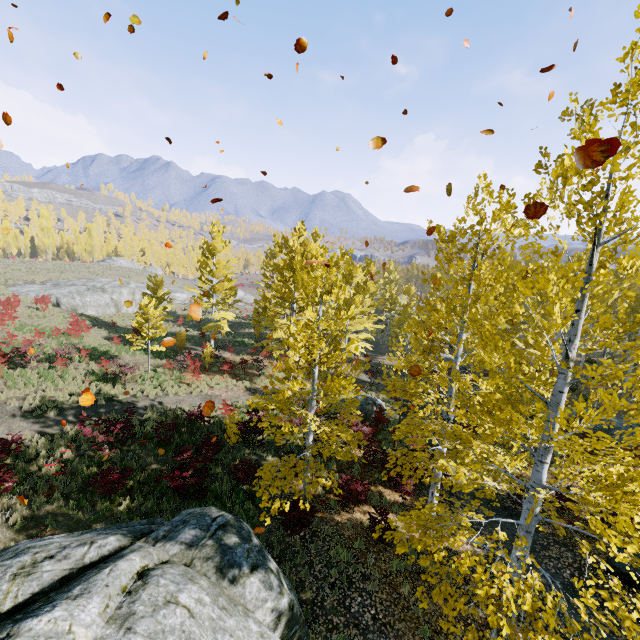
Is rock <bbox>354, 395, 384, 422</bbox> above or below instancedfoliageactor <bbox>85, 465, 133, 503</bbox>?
below

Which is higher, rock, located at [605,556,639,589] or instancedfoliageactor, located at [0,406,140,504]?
instancedfoliageactor, located at [0,406,140,504]

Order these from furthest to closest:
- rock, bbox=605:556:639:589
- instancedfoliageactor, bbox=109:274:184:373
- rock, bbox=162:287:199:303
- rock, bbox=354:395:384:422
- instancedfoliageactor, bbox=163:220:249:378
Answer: rock, bbox=162:287:199:303 < instancedfoliageactor, bbox=163:220:249:378 < instancedfoliageactor, bbox=109:274:184:373 < rock, bbox=354:395:384:422 < rock, bbox=605:556:639:589

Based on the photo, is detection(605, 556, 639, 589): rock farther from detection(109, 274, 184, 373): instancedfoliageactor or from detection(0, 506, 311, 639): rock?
detection(0, 506, 311, 639): rock

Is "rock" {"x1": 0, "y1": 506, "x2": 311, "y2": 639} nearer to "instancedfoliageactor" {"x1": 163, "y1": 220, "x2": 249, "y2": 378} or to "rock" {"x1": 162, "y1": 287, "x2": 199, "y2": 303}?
"instancedfoliageactor" {"x1": 163, "y1": 220, "x2": 249, "y2": 378}

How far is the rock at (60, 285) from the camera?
32.5m

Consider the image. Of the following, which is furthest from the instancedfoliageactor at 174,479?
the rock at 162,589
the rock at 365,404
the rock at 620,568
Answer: the rock at 365,404

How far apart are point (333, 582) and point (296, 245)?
17.74m
